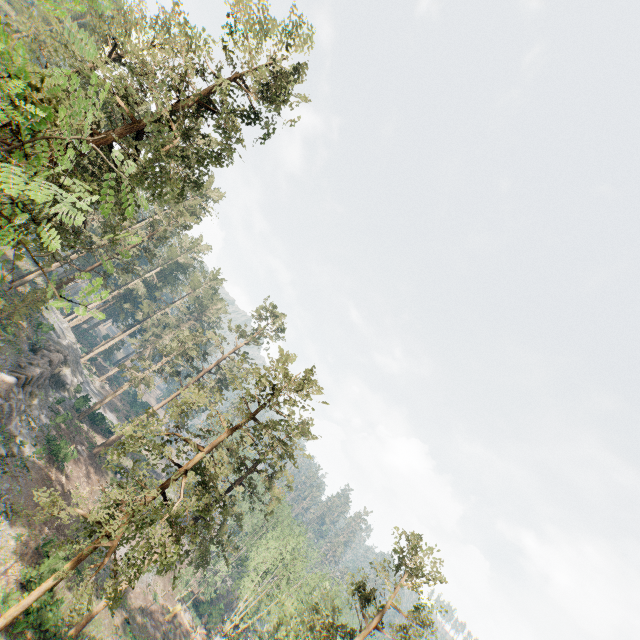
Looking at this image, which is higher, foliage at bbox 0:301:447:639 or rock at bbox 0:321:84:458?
foliage at bbox 0:301:447:639

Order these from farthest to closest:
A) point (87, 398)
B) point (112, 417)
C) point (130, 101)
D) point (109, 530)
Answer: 1. point (112, 417)
2. point (87, 398)
3. point (130, 101)
4. point (109, 530)

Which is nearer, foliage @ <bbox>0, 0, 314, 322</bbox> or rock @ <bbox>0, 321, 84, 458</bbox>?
foliage @ <bbox>0, 0, 314, 322</bbox>

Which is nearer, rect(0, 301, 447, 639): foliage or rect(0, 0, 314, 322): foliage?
rect(0, 0, 314, 322): foliage

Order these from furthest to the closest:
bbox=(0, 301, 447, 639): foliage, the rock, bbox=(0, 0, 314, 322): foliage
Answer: A: the rock, bbox=(0, 301, 447, 639): foliage, bbox=(0, 0, 314, 322): foliage

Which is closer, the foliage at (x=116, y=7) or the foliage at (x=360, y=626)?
the foliage at (x=116, y=7)

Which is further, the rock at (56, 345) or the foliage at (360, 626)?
the rock at (56, 345)
